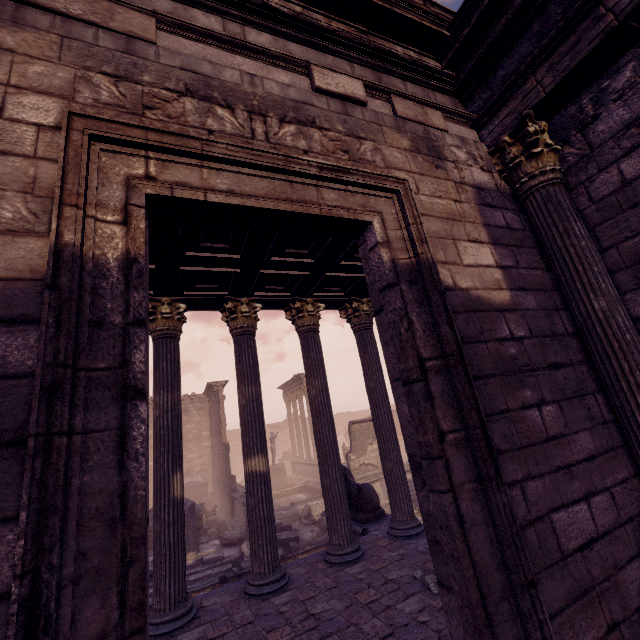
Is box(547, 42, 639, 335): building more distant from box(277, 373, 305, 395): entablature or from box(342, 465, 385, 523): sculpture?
box(277, 373, 305, 395): entablature

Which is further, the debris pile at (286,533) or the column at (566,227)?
the debris pile at (286,533)

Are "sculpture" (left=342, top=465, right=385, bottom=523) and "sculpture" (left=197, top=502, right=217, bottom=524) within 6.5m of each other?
no

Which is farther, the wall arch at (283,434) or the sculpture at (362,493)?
the wall arch at (283,434)

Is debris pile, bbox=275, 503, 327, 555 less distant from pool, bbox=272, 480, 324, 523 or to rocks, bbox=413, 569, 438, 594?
pool, bbox=272, 480, 324, 523

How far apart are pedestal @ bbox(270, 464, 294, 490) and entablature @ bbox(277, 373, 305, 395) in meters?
5.6 m

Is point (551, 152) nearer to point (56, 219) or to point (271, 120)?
point (271, 120)

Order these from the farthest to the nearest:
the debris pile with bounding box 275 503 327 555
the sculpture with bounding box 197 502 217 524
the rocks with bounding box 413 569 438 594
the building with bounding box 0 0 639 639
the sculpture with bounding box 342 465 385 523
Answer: the sculpture with bounding box 197 502 217 524, the debris pile with bounding box 275 503 327 555, the sculpture with bounding box 342 465 385 523, the rocks with bounding box 413 569 438 594, the building with bounding box 0 0 639 639
